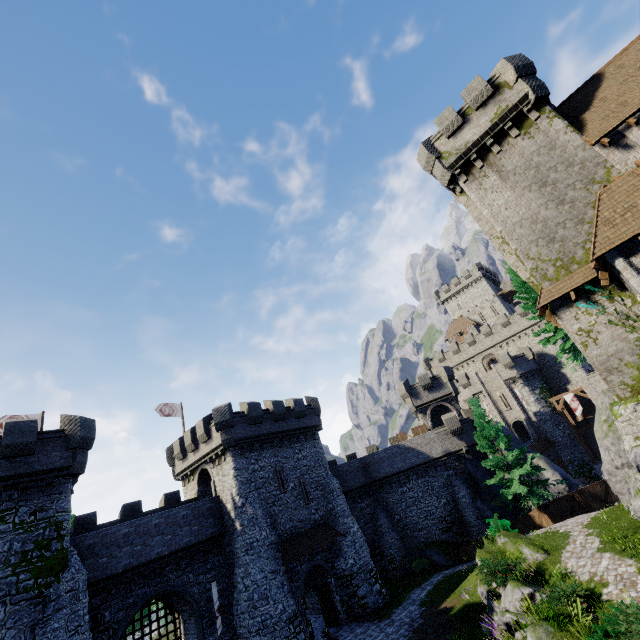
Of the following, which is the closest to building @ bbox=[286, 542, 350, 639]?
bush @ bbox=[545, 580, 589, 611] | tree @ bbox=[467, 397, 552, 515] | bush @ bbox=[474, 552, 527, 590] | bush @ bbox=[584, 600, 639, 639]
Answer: bush @ bbox=[474, 552, 527, 590]

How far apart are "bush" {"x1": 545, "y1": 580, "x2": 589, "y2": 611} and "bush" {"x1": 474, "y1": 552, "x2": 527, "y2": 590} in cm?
225

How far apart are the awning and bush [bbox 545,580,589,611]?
15.4 meters

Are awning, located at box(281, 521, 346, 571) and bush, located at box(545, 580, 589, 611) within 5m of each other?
no

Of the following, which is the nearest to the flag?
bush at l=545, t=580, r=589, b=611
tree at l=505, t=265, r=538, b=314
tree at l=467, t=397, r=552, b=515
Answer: tree at l=467, t=397, r=552, b=515

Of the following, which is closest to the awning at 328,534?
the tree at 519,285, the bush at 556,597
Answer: the bush at 556,597

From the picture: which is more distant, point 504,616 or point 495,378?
point 495,378

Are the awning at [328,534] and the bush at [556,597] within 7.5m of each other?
no
